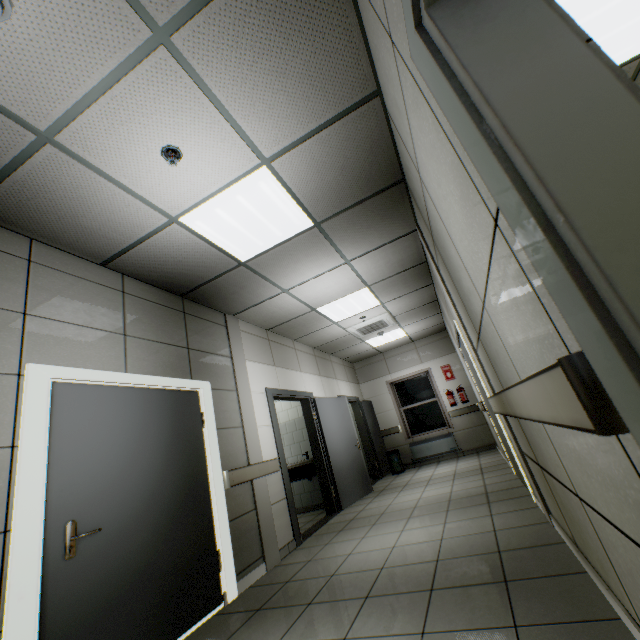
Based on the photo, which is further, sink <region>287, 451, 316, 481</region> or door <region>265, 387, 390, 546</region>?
sink <region>287, 451, 316, 481</region>

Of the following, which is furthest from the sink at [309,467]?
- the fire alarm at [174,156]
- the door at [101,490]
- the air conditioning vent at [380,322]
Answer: the fire alarm at [174,156]

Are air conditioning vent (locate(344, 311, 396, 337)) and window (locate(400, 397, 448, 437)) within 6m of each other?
yes

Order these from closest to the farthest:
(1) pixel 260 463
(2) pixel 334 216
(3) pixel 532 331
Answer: (3) pixel 532 331 → (2) pixel 334 216 → (1) pixel 260 463

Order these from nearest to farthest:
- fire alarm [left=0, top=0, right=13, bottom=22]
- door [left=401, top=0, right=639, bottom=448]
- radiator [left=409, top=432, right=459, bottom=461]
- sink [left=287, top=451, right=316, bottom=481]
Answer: door [left=401, top=0, right=639, bottom=448] < fire alarm [left=0, top=0, right=13, bottom=22] < sink [left=287, top=451, right=316, bottom=481] < radiator [left=409, top=432, right=459, bottom=461]

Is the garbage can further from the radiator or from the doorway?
the doorway

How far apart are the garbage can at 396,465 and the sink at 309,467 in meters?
2.8

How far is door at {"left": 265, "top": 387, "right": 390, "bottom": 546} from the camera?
4.85m
